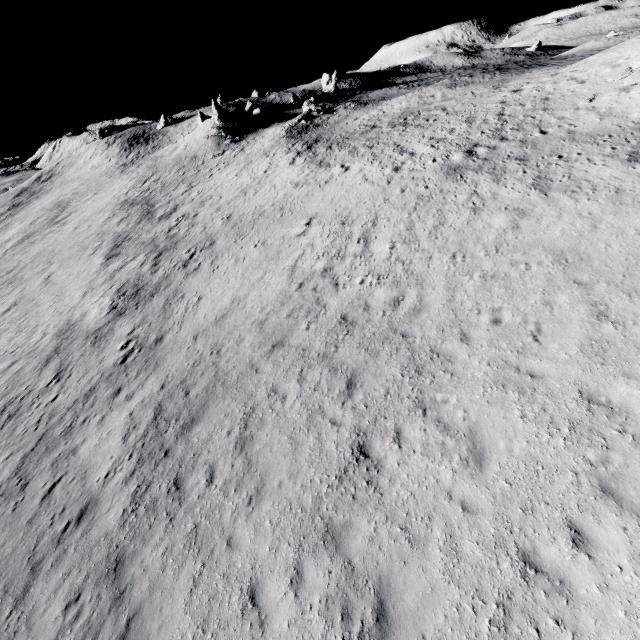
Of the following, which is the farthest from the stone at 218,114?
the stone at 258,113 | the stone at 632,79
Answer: the stone at 632,79

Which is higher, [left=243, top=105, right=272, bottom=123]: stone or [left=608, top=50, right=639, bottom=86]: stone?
[left=243, top=105, right=272, bottom=123]: stone

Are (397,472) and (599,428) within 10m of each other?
yes

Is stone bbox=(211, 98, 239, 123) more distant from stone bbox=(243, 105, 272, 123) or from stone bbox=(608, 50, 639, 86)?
stone bbox=(608, 50, 639, 86)

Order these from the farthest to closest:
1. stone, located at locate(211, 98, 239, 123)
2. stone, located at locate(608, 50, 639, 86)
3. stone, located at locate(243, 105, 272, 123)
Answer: stone, located at locate(243, 105, 272, 123)
stone, located at locate(211, 98, 239, 123)
stone, located at locate(608, 50, 639, 86)

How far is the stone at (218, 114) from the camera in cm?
4941

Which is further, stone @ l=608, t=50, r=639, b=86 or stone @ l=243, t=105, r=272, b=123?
stone @ l=243, t=105, r=272, b=123
